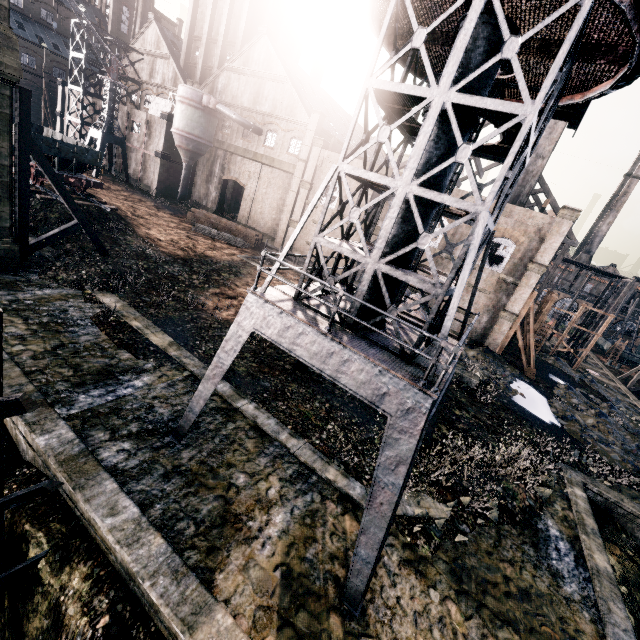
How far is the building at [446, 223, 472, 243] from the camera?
29.2 meters

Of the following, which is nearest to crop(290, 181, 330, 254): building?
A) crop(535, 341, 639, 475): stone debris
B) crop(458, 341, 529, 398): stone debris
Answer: crop(458, 341, 529, 398): stone debris

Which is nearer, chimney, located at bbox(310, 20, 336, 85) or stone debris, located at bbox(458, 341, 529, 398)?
stone debris, located at bbox(458, 341, 529, 398)

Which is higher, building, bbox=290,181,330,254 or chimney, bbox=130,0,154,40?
chimney, bbox=130,0,154,40

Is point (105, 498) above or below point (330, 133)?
below

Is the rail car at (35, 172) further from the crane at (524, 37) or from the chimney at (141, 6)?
the chimney at (141, 6)

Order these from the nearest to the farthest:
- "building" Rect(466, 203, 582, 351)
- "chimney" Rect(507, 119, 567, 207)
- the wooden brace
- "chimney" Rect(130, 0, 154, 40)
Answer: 1. the wooden brace
2. "building" Rect(466, 203, 582, 351)
3. "chimney" Rect(507, 119, 567, 207)
4. "chimney" Rect(130, 0, 154, 40)

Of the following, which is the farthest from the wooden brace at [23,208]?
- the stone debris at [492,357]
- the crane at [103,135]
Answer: the crane at [103,135]
